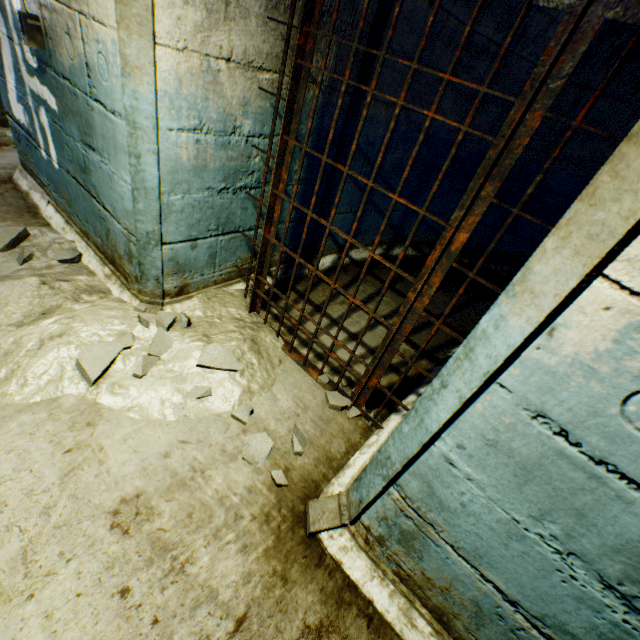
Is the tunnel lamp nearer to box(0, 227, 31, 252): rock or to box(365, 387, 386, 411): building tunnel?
box(365, 387, 386, 411): building tunnel

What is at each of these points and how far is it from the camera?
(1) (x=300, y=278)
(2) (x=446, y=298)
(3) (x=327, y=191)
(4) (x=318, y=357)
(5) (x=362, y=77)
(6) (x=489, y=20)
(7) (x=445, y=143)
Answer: (1) building tunnel, 3.3m
(2) building tunnel, 3.8m
(3) building tunnel, 2.8m
(4) building tunnel, 2.5m
(5) building tunnel, 2.3m
(6) building tunnel, 2.8m
(7) building tunnel, 3.5m

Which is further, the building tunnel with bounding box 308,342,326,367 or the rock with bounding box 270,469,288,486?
the building tunnel with bounding box 308,342,326,367

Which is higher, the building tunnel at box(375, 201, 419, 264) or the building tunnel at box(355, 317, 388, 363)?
the building tunnel at box(375, 201, 419, 264)

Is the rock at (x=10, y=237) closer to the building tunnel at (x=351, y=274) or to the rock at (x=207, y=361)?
the building tunnel at (x=351, y=274)

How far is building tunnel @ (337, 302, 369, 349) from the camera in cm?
274

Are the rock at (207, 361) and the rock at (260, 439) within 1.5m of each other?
yes
